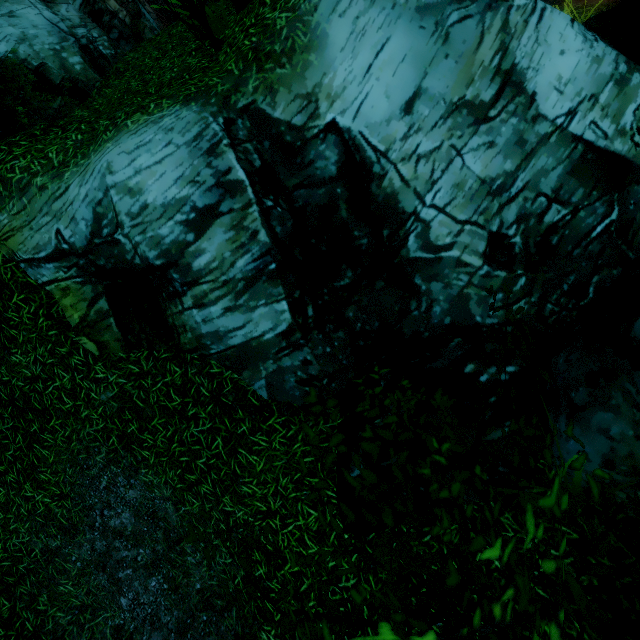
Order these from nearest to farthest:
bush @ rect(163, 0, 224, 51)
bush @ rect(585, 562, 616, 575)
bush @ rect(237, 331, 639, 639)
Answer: bush @ rect(237, 331, 639, 639), bush @ rect(585, 562, 616, 575), bush @ rect(163, 0, 224, 51)

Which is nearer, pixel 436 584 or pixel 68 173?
pixel 436 584

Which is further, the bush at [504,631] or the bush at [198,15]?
the bush at [198,15]

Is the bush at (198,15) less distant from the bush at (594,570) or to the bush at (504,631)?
the bush at (504,631)

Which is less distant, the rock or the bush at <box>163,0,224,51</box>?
the rock

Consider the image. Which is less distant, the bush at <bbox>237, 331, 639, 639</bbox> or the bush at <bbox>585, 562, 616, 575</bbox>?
the bush at <bbox>237, 331, 639, 639</bbox>

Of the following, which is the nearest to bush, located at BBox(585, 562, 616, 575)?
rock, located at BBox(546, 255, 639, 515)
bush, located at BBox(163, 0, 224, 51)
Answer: rock, located at BBox(546, 255, 639, 515)

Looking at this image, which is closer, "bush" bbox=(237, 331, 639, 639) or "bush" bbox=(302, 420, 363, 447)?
"bush" bbox=(237, 331, 639, 639)
